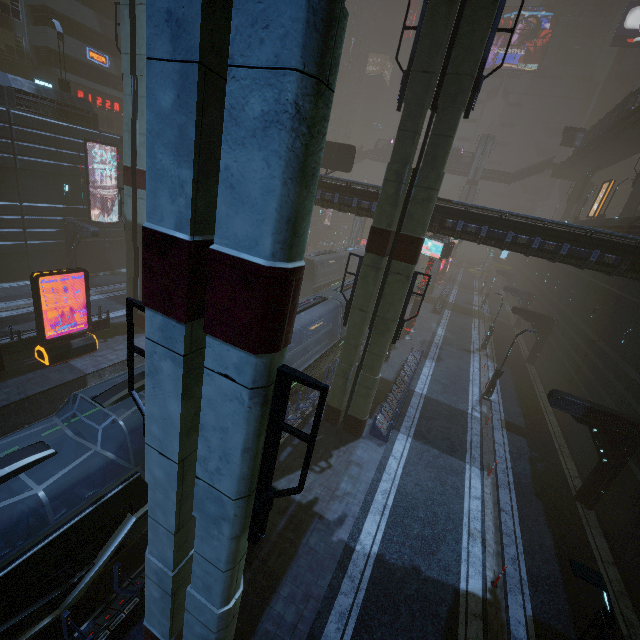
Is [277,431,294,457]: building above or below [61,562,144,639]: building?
above

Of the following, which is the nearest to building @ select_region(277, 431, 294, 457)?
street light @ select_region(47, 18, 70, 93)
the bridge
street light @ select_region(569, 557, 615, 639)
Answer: street light @ select_region(47, 18, 70, 93)

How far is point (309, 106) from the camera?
3.0 meters

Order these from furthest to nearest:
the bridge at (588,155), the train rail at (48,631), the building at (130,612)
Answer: the bridge at (588,155)
the train rail at (48,631)
the building at (130,612)

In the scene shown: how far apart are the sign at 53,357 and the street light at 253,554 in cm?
1368

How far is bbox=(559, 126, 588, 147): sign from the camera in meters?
46.4

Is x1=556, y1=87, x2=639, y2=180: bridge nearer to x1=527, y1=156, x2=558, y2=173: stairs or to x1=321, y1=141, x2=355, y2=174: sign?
x1=527, y1=156, x2=558, y2=173: stairs

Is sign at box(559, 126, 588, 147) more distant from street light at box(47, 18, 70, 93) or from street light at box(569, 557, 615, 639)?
street light at box(47, 18, 70, 93)
